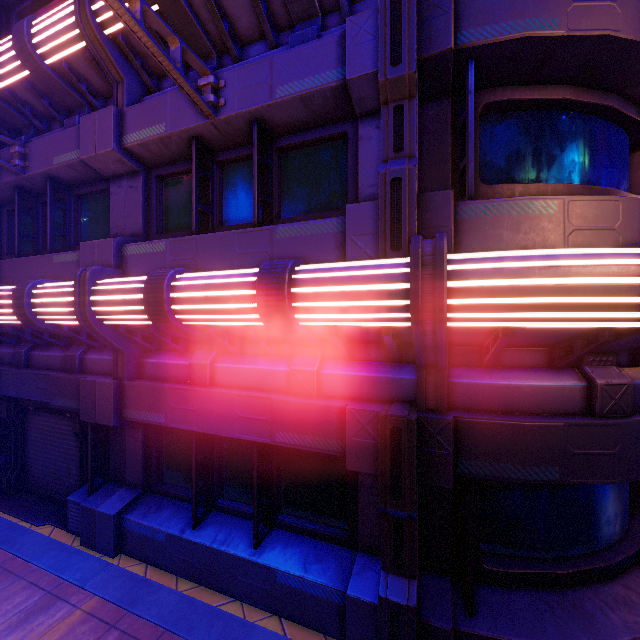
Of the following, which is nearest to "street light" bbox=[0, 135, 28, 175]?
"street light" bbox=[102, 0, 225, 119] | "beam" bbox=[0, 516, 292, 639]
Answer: "street light" bbox=[102, 0, 225, 119]

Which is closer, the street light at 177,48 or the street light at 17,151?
the street light at 177,48

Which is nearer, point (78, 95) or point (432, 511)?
point (432, 511)

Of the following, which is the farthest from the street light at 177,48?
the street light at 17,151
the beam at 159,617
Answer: the beam at 159,617

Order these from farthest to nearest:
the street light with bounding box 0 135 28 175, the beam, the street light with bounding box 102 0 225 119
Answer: the street light with bounding box 0 135 28 175 < the beam < the street light with bounding box 102 0 225 119

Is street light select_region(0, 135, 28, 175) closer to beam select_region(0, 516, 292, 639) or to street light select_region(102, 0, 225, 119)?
street light select_region(102, 0, 225, 119)
